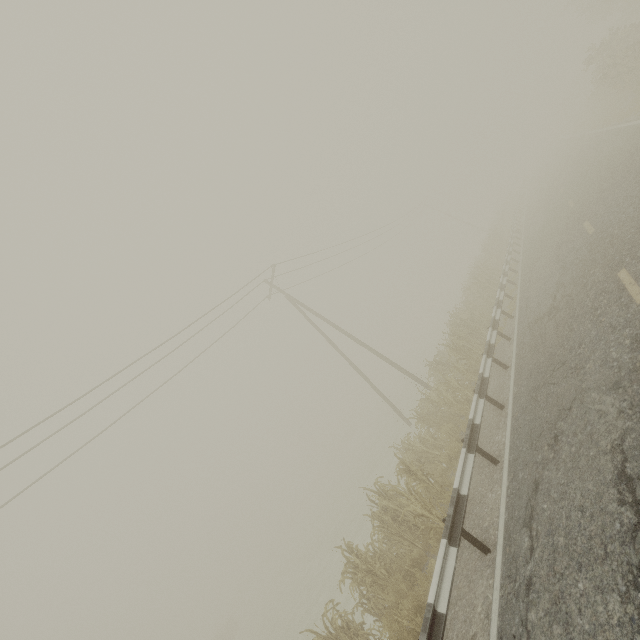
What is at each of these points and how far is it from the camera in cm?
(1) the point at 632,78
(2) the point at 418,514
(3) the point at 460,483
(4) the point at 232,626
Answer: (1) tree, 1822
(2) tree, 714
(3) guardrail, 624
(4) tree, 3700

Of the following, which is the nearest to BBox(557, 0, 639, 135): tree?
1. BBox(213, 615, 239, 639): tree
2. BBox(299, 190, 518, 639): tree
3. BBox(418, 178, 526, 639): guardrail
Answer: BBox(418, 178, 526, 639): guardrail

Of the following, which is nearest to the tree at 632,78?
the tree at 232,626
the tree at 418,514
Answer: the tree at 418,514

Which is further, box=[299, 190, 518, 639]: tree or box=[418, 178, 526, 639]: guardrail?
box=[299, 190, 518, 639]: tree

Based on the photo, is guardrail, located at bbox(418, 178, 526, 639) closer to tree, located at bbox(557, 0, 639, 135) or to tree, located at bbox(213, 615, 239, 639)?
tree, located at bbox(557, 0, 639, 135)

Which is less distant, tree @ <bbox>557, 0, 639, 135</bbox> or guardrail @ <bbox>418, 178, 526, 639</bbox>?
guardrail @ <bbox>418, 178, 526, 639</bbox>

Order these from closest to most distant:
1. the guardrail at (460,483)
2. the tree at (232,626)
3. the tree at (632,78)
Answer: the guardrail at (460,483) < the tree at (632,78) < the tree at (232,626)
